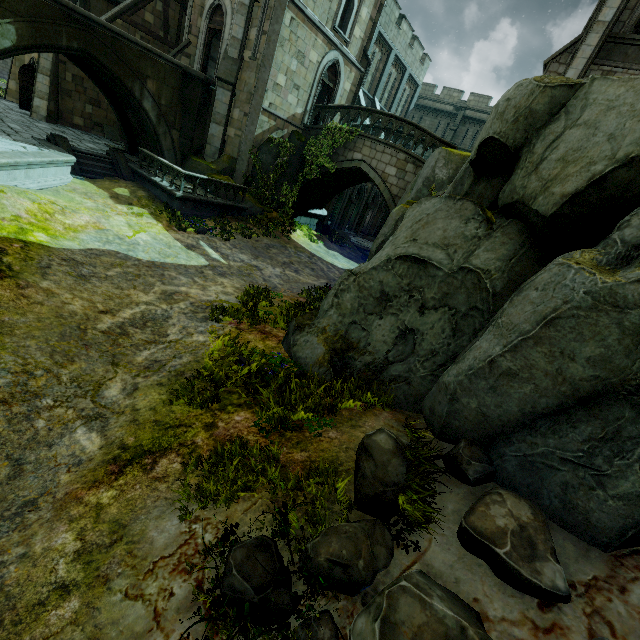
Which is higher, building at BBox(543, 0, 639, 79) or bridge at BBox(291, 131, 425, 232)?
building at BBox(543, 0, 639, 79)

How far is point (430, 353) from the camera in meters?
5.7

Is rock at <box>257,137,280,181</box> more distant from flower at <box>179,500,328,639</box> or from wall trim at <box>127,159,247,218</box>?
flower at <box>179,500,328,639</box>

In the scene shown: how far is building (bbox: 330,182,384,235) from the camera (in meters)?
29.12

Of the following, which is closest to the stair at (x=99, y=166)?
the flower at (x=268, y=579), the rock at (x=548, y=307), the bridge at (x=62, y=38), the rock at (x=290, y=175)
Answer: the bridge at (x=62, y=38)

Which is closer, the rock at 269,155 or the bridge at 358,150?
the bridge at 358,150

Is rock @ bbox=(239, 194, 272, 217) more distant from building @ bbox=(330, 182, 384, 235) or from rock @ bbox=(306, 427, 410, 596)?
rock @ bbox=(306, 427, 410, 596)
